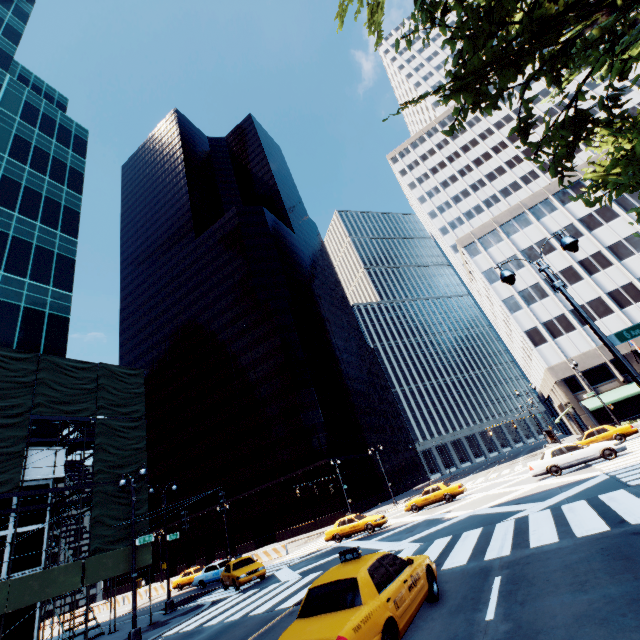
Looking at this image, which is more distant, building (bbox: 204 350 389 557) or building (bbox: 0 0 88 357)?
building (bbox: 204 350 389 557)

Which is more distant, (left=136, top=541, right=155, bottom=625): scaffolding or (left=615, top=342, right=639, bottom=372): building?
(left=615, top=342, right=639, bottom=372): building

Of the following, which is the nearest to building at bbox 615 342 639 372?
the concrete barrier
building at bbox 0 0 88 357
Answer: the concrete barrier

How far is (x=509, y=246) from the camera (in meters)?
49.25

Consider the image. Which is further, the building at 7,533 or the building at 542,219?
the building at 542,219

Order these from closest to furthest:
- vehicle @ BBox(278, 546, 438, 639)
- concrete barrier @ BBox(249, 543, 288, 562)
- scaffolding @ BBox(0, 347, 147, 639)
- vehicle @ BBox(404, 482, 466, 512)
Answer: vehicle @ BBox(278, 546, 438, 639) < scaffolding @ BBox(0, 347, 147, 639) < vehicle @ BBox(404, 482, 466, 512) < concrete barrier @ BBox(249, 543, 288, 562)

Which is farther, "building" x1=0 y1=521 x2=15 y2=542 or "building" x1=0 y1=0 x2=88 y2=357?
"building" x1=0 y1=0 x2=88 y2=357

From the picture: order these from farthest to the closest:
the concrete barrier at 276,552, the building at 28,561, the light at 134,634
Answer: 1. the concrete barrier at 276,552
2. the building at 28,561
3. the light at 134,634
